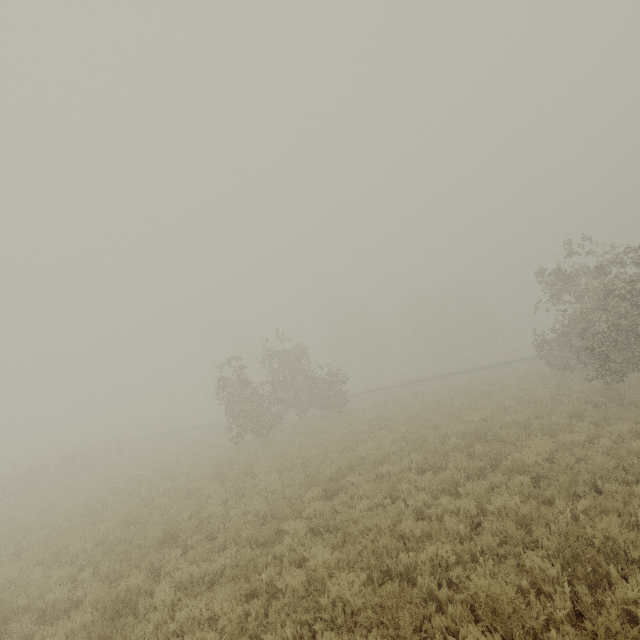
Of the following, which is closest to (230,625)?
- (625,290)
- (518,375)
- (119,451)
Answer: (625,290)
